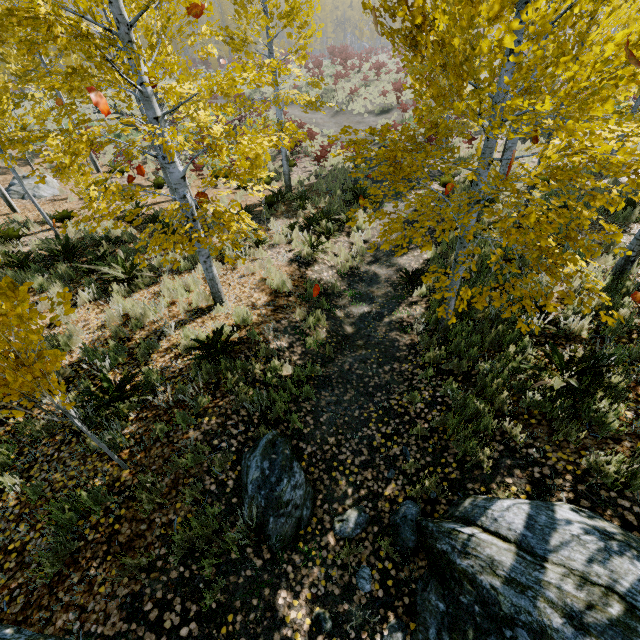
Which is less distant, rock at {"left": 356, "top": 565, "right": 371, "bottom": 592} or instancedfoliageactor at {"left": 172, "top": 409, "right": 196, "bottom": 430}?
rock at {"left": 356, "top": 565, "right": 371, "bottom": 592}

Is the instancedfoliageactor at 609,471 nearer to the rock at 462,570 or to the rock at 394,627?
the rock at 394,627

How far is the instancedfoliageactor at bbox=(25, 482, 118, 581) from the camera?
3.1 meters

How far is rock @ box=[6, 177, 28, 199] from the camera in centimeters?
1295cm

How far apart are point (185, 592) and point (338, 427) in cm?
260

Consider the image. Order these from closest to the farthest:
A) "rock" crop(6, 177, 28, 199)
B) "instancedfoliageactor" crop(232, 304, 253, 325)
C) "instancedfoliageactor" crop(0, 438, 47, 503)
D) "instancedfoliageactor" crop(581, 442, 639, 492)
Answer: "instancedfoliageactor" crop(581, 442, 639, 492)
"instancedfoliageactor" crop(0, 438, 47, 503)
"instancedfoliageactor" crop(232, 304, 253, 325)
"rock" crop(6, 177, 28, 199)

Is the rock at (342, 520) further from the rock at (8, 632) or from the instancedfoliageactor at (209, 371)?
the rock at (8, 632)

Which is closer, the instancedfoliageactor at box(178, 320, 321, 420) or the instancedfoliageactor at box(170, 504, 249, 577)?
the instancedfoliageactor at box(170, 504, 249, 577)
